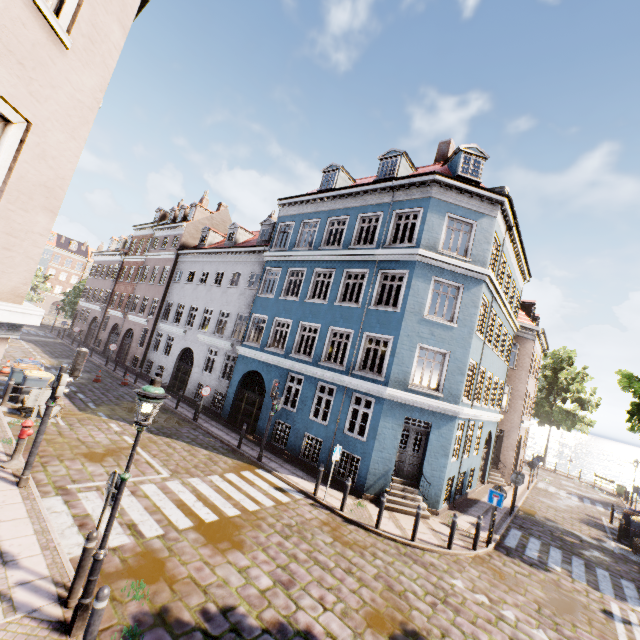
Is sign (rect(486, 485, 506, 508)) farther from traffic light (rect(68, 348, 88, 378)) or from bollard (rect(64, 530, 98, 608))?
traffic light (rect(68, 348, 88, 378))

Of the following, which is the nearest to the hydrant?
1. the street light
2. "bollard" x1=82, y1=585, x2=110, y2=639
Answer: the street light

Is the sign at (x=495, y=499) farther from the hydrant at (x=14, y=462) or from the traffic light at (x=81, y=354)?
the hydrant at (x=14, y=462)

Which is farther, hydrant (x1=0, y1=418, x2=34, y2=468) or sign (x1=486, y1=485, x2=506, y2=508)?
sign (x1=486, y1=485, x2=506, y2=508)

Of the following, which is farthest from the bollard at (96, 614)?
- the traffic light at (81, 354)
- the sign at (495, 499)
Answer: the sign at (495, 499)

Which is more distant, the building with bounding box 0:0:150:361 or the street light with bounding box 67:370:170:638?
the street light with bounding box 67:370:170:638

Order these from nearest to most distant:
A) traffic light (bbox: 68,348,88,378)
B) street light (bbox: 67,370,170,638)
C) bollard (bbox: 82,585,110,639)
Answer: bollard (bbox: 82,585,110,639)
street light (bbox: 67,370,170,638)
traffic light (bbox: 68,348,88,378)

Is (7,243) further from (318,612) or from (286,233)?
(286,233)
